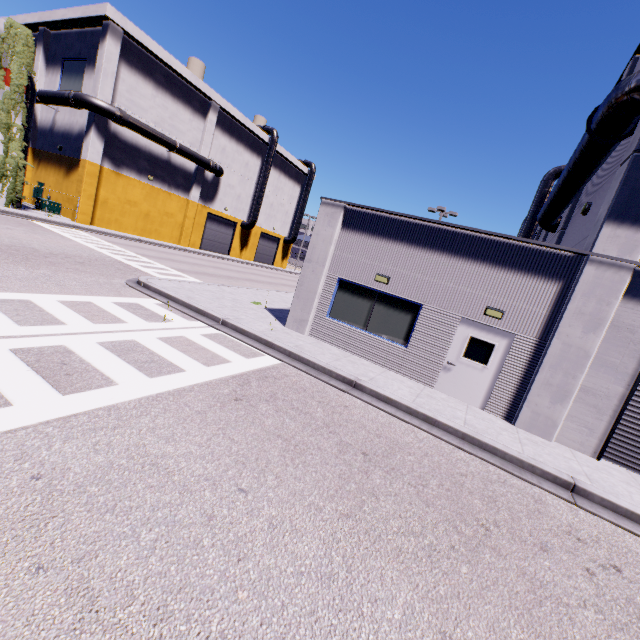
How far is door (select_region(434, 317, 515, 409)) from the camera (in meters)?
9.30

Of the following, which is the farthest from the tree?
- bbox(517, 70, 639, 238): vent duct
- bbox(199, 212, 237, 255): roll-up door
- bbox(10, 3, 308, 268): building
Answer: bbox(199, 212, 237, 255): roll-up door

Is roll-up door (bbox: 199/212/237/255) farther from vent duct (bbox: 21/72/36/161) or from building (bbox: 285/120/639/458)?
vent duct (bbox: 21/72/36/161)

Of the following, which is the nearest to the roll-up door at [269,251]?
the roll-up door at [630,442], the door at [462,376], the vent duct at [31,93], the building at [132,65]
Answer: the building at [132,65]

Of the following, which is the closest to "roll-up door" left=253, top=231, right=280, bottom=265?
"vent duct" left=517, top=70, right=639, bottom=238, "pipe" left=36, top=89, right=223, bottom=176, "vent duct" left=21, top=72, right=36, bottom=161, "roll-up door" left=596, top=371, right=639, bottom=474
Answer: "pipe" left=36, top=89, right=223, bottom=176

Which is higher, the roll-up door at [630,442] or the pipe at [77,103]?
the pipe at [77,103]

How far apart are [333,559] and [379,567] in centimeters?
54cm

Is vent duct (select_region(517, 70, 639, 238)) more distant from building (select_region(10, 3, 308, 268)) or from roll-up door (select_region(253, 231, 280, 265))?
roll-up door (select_region(253, 231, 280, 265))
